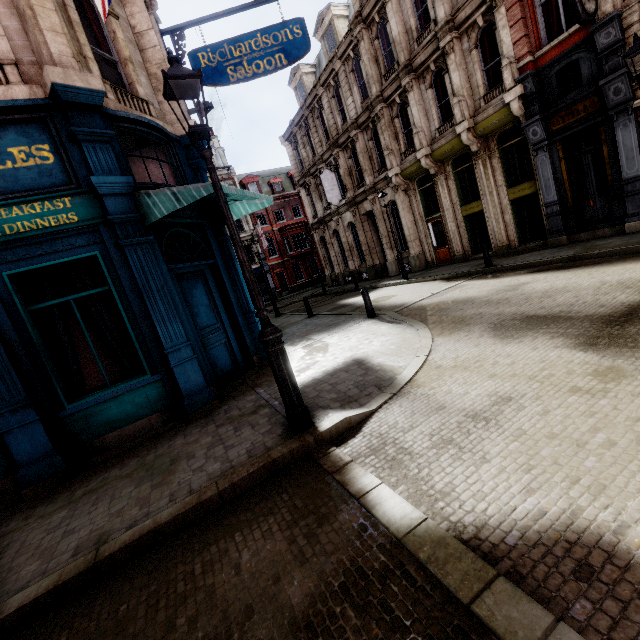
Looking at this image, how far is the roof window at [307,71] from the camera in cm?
2427

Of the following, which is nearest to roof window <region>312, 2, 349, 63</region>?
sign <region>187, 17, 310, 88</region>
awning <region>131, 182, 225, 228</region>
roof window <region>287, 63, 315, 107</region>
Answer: roof window <region>287, 63, 315, 107</region>

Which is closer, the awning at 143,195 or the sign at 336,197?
the awning at 143,195

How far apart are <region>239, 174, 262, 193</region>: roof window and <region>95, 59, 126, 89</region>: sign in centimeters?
3506cm

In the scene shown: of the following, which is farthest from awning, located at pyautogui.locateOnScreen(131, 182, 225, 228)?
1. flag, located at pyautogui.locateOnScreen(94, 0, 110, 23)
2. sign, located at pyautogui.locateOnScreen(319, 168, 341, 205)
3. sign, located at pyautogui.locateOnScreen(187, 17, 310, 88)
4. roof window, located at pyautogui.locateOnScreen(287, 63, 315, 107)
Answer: roof window, located at pyautogui.locateOnScreen(287, 63, 315, 107)

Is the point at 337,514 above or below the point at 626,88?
below

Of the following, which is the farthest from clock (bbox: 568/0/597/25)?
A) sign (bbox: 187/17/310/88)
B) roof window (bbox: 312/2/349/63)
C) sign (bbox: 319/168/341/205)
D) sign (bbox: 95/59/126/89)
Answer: sign (bbox: 319/168/341/205)

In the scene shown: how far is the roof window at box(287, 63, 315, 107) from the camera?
24.27m
